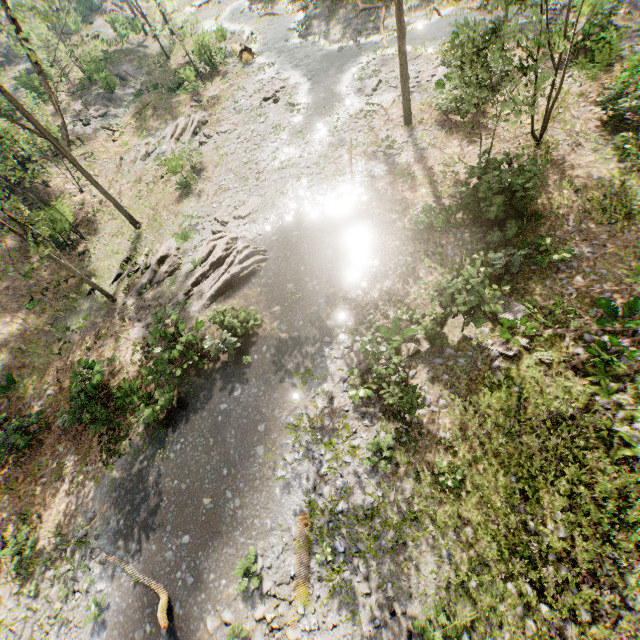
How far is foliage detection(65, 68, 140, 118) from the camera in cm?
3246

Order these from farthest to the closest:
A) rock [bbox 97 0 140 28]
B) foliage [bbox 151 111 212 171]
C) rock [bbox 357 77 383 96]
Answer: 1. rock [bbox 97 0 140 28]
2. foliage [bbox 151 111 212 171]
3. rock [bbox 357 77 383 96]

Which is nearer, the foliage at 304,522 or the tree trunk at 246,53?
the foliage at 304,522

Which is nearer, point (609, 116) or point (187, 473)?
point (187, 473)

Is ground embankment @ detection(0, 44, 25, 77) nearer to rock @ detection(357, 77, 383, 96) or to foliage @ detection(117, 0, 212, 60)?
foliage @ detection(117, 0, 212, 60)

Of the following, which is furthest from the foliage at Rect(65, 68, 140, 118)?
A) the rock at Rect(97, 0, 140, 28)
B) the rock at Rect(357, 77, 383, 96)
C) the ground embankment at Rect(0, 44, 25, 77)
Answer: the rock at Rect(357, 77, 383, 96)

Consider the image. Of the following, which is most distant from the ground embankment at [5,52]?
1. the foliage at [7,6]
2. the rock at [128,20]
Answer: the foliage at [7,6]
